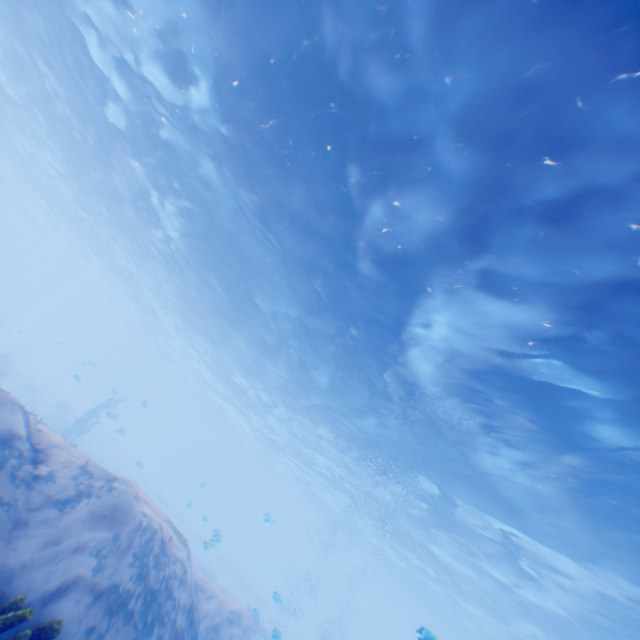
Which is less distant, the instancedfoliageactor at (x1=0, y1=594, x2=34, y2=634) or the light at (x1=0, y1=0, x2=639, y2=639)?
the instancedfoliageactor at (x1=0, y1=594, x2=34, y2=634)

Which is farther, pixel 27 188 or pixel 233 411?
pixel 233 411

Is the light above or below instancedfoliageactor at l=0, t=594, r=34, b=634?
above

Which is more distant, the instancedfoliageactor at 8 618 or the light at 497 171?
the light at 497 171
